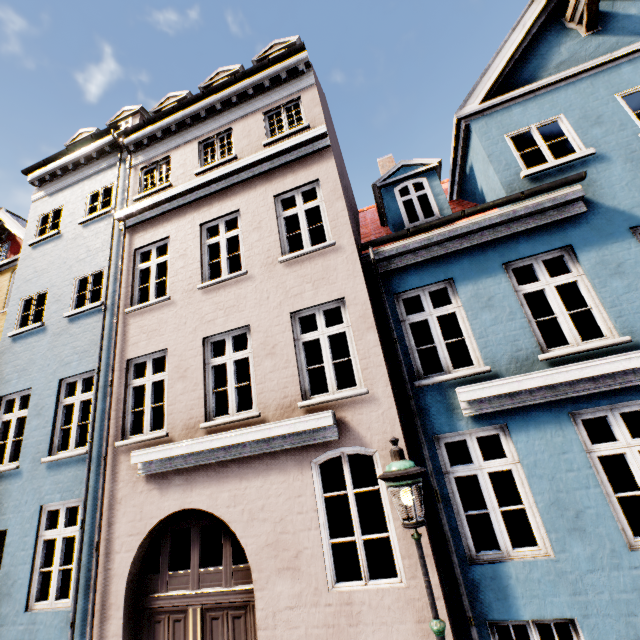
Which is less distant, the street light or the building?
the street light

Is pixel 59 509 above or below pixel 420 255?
below

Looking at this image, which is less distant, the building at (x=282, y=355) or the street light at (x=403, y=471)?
the street light at (x=403, y=471)
